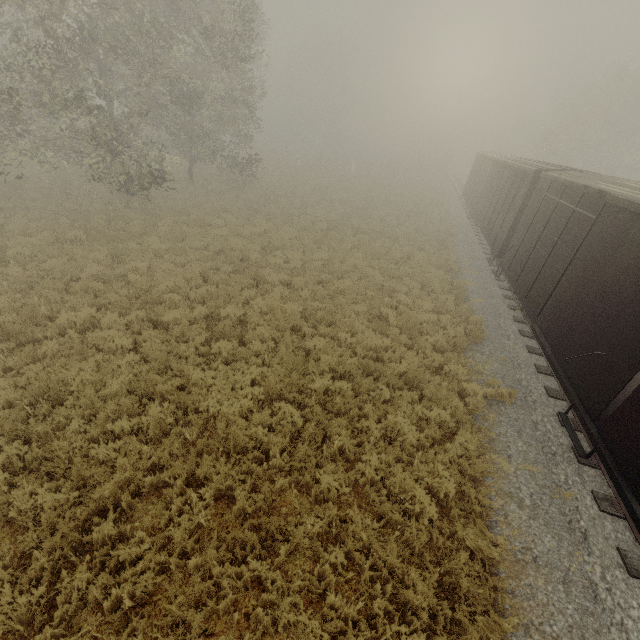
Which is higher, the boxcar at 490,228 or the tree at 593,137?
the tree at 593,137

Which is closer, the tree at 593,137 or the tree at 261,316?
the tree at 261,316

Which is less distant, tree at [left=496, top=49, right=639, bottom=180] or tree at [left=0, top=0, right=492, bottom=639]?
tree at [left=0, top=0, right=492, bottom=639]

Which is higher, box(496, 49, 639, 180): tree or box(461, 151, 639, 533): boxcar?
box(496, 49, 639, 180): tree

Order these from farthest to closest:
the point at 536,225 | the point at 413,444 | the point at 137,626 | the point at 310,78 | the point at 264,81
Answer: the point at 310,78 → the point at 264,81 → the point at 536,225 → the point at 413,444 → the point at 137,626

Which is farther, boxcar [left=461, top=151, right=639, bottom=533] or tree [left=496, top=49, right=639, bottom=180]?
tree [left=496, top=49, right=639, bottom=180]
